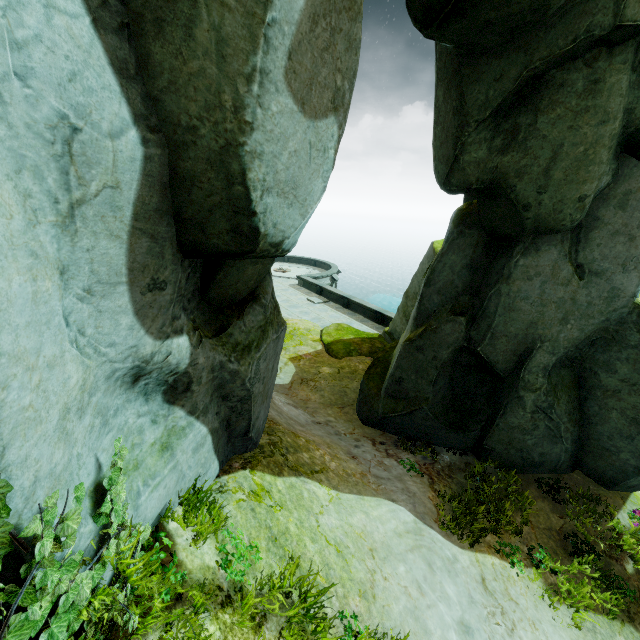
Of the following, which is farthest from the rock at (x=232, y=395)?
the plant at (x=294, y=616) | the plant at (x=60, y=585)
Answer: the plant at (x=294, y=616)

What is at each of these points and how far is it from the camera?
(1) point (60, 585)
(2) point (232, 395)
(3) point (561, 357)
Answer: (1) plant, 2.0m
(2) rock, 4.4m
(3) rock, 7.5m

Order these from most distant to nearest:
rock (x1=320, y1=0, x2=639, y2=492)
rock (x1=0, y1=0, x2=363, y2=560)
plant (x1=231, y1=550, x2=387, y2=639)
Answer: rock (x1=320, y1=0, x2=639, y2=492), plant (x1=231, y1=550, x2=387, y2=639), rock (x1=0, y1=0, x2=363, y2=560)

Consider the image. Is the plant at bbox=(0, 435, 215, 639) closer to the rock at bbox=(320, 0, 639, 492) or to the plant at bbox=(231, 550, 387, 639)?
the rock at bbox=(320, 0, 639, 492)

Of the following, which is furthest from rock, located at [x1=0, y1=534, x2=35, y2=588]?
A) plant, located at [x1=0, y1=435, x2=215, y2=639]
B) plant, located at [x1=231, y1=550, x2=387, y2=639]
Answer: plant, located at [x1=231, y1=550, x2=387, y2=639]

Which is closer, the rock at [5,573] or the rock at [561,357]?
the rock at [5,573]
